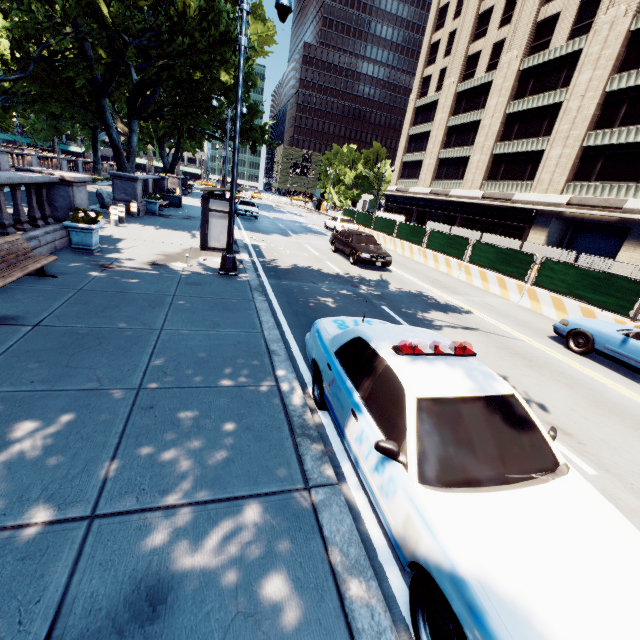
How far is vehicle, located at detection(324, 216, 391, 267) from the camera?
15.2 meters

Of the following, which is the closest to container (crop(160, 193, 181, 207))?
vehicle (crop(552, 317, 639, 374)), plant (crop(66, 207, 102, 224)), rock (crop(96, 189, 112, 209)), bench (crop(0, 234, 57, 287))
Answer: rock (crop(96, 189, 112, 209))

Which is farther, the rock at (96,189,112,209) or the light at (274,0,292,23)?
the rock at (96,189,112,209)

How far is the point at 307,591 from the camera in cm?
243

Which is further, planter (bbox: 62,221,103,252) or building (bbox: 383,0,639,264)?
building (bbox: 383,0,639,264)

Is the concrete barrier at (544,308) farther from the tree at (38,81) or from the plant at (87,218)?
the plant at (87,218)

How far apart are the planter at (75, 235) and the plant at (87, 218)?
0.0m

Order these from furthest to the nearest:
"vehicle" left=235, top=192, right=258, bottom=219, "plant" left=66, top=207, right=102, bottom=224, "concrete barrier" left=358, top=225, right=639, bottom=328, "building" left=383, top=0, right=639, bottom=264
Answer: "vehicle" left=235, top=192, right=258, bottom=219
"building" left=383, top=0, right=639, bottom=264
"concrete barrier" left=358, top=225, right=639, bottom=328
"plant" left=66, top=207, right=102, bottom=224
